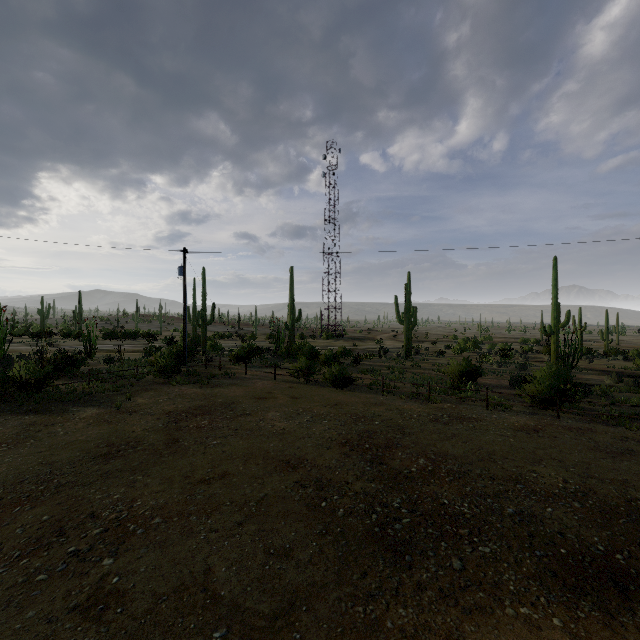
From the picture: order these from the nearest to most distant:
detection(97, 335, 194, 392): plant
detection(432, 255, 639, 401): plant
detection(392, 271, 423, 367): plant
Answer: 1. detection(432, 255, 639, 401): plant
2. detection(97, 335, 194, 392): plant
3. detection(392, 271, 423, 367): plant

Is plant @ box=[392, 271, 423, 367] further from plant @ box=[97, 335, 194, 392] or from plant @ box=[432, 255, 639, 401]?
plant @ box=[97, 335, 194, 392]

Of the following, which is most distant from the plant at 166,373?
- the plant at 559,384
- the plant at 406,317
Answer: the plant at 559,384

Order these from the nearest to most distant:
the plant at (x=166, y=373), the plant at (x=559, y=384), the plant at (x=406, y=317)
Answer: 1. the plant at (x=559, y=384)
2. the plant at (x=166, y=373)
3. the plant at (x=406, y=317)

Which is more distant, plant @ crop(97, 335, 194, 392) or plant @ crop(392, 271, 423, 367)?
plant @ crop(392, 271, 423, 367)

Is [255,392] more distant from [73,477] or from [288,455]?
[73,477]
